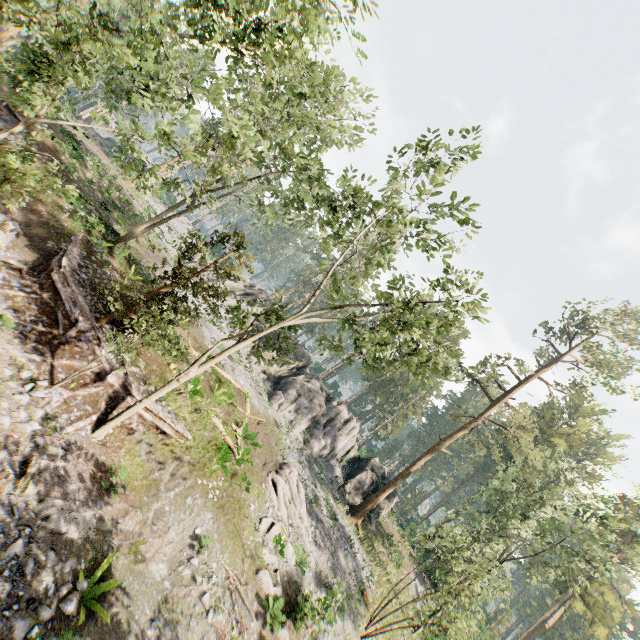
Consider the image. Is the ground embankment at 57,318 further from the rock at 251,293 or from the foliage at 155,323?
the rock at 251,293

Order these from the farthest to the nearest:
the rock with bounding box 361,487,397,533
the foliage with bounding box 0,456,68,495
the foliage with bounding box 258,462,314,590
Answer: the rock with bounding box 361,487,397,533 < the foliage with bounding box 258,462,314,590 < the foliage with bounding box 0,456,68,495

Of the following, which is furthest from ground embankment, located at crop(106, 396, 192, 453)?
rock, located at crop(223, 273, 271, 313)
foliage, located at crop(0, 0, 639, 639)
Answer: rock, located at crop(223, 273, 271, 313)

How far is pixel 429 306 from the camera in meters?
11.5

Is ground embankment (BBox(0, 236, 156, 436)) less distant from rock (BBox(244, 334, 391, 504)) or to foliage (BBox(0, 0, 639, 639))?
foliage (BBox(0, 0, 639, 639))
